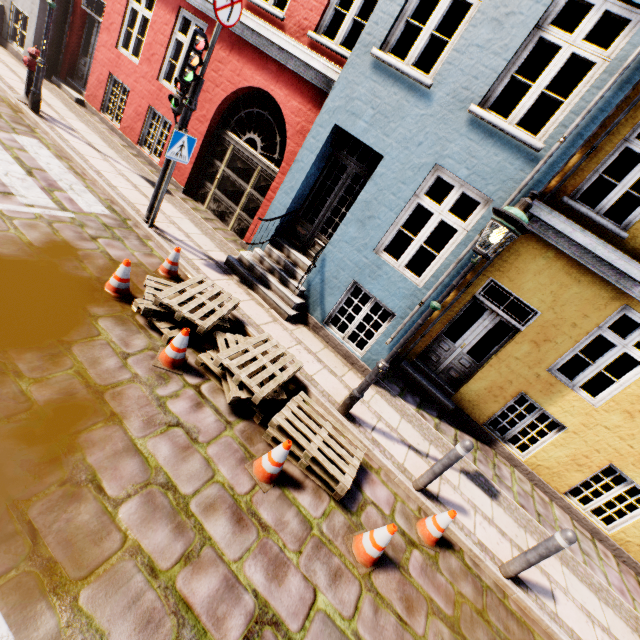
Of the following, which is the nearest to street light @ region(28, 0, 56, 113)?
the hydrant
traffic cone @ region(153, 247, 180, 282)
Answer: A: the hydrant

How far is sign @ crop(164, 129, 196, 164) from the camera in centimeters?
547cm

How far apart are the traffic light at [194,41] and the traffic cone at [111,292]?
3.1 meters

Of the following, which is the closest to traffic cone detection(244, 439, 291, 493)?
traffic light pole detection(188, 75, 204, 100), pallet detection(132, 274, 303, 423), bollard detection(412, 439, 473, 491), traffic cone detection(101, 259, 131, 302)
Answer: pallet detection(132, 274, 303, 423)

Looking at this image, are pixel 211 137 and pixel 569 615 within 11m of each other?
no

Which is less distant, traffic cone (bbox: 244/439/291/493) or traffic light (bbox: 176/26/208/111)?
traffic cone (bbox: 244/439/291/493)

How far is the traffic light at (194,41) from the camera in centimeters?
489cm

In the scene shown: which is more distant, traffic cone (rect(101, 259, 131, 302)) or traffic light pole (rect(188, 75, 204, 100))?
traffic light pole (rect(188, 75, 204, 100))
